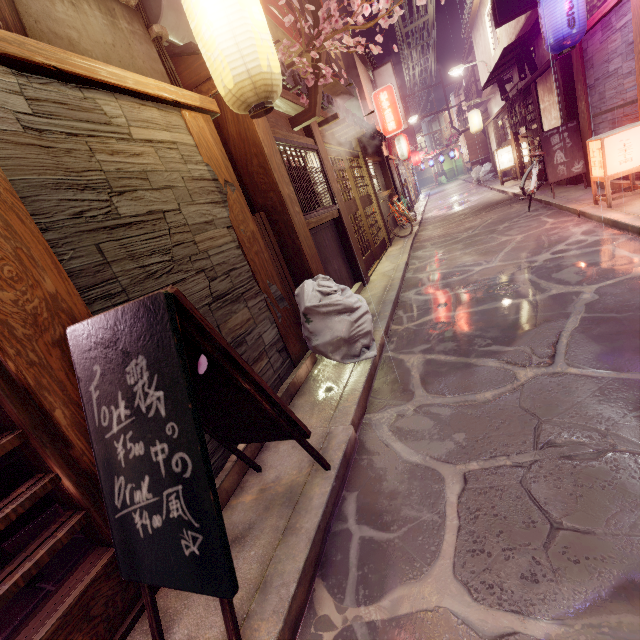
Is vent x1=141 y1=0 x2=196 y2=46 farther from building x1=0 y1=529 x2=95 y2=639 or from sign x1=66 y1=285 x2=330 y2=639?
sign x1=66 y1=285 x2=330 y2=639

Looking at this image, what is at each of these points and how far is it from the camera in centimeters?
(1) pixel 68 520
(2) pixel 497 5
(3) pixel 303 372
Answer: (1) door, 296cm
(2) light, 1363cm
(3) foundation, 652cm

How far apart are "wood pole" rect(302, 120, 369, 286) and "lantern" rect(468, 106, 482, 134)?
27.3m

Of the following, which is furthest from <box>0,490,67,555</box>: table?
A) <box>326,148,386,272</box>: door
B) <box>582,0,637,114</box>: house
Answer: <box>582,0,637,114</box>: house

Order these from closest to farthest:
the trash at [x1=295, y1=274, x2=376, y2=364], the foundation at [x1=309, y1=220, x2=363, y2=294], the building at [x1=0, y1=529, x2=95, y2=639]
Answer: the building at [x1=0, y1=529, x2=95, y2=639] < the trash at [x1=295, y1=274, x2=376, y2=364] < the foundation at [x1=309, y1=220, x2=363, y2=294]

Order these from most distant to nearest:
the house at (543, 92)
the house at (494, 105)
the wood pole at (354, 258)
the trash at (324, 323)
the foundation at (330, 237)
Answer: the house at (494, 105) → the house at (543, 92) → the wood pole at (354, 258) → the foundation at (330, 237) → the trash at (324, 323)

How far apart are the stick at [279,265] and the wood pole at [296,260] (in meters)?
0.01

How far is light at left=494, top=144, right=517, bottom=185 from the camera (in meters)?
23.69
